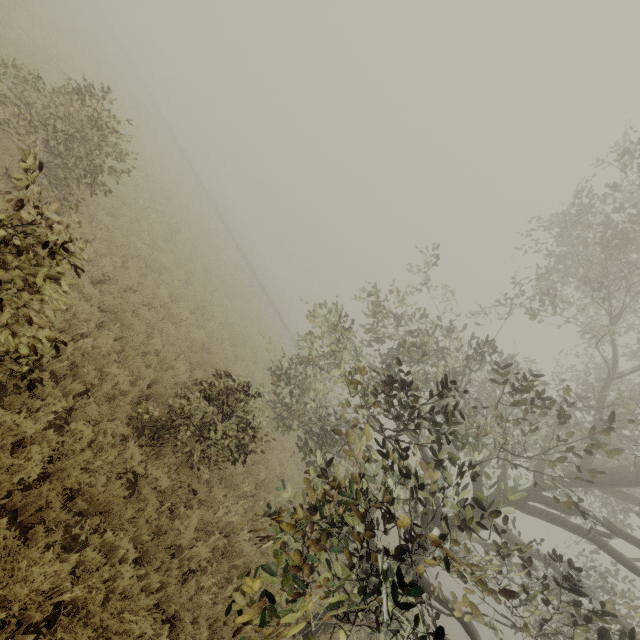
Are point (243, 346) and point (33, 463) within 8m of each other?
no
